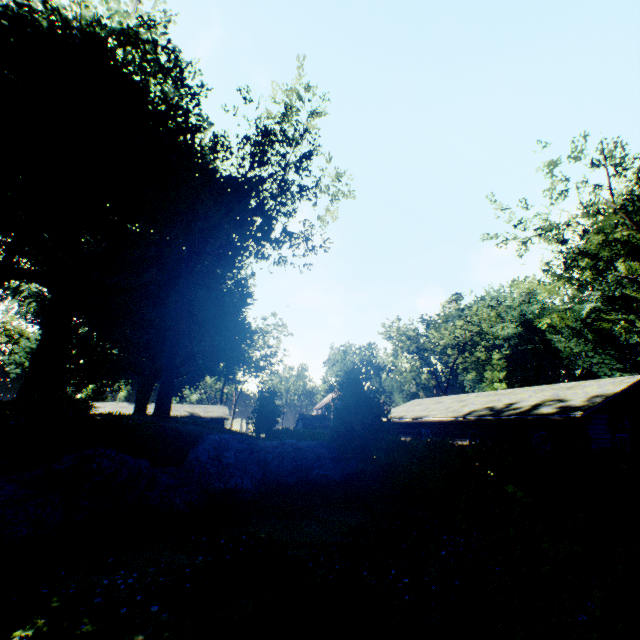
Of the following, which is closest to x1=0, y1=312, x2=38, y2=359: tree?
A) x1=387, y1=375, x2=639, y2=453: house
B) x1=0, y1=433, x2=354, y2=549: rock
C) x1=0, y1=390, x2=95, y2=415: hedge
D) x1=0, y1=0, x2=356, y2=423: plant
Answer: x1=0, y1=0, x2=356, y2=423: plant

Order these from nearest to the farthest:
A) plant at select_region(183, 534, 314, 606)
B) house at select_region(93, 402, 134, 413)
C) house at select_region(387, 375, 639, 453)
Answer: plant at select_region(183, 534, 314, 606)
house at select_region(387, 375, 639, 453)
house at select_region(93, 402, 134, 413)

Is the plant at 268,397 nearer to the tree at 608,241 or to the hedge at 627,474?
the tree at 608,241

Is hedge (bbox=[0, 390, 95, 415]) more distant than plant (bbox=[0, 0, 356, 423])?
No

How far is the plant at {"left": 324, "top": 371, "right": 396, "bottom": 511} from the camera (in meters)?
13.05

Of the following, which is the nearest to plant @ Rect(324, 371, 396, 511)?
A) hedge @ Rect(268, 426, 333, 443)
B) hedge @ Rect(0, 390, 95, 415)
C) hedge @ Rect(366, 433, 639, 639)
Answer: hedge @ Rect(268, 426, 333, 443)

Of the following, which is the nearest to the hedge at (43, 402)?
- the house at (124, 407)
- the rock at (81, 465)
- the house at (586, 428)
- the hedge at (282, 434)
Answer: the rock at (81, 465)

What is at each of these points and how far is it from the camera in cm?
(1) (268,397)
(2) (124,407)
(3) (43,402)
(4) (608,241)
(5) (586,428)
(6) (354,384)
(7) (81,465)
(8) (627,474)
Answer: (1) plant, 3891
(2) house, 4634
(3) hedge, 1448
(4) tree, 2464
(5) house, 1619
(6) plant, 1434
(7) rock, 953
(8) hedge, 439
